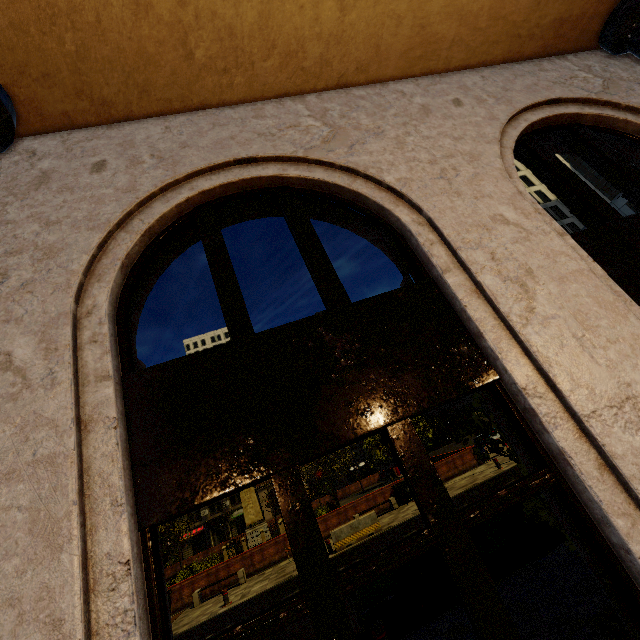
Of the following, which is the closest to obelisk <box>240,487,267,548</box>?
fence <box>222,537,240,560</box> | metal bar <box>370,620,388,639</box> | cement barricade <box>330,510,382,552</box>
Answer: fence <box>222,537,240,560</box>

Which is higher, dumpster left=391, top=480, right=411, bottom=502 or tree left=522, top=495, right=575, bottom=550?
tree left=522, top=495, right=575, bottom=550

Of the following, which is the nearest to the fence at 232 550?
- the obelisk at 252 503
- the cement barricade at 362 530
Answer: the obelisk at 252 503

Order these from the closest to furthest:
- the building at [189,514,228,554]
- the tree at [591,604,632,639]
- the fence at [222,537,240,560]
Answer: the tree at [591,604,632,639] → the fence at [222,537,240,560] → the building at [189,514,228,554]

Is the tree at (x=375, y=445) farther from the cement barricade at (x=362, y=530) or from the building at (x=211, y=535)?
the cement barricade at (x=362, y=530)

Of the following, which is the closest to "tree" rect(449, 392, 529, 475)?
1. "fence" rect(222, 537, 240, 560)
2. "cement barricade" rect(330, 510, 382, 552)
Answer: "fence" rect(222, 537, 240, 560)

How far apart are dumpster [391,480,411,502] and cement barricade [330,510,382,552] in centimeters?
440cm

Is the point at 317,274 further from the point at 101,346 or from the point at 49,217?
the point at 49,217
